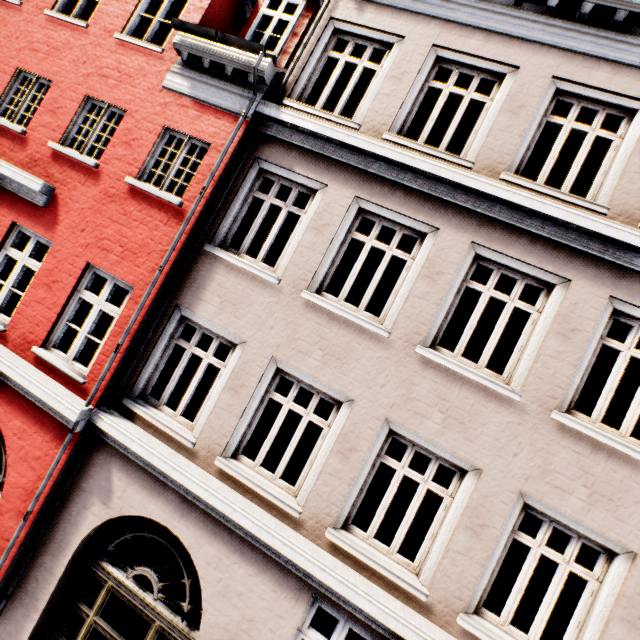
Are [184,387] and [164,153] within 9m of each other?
no
